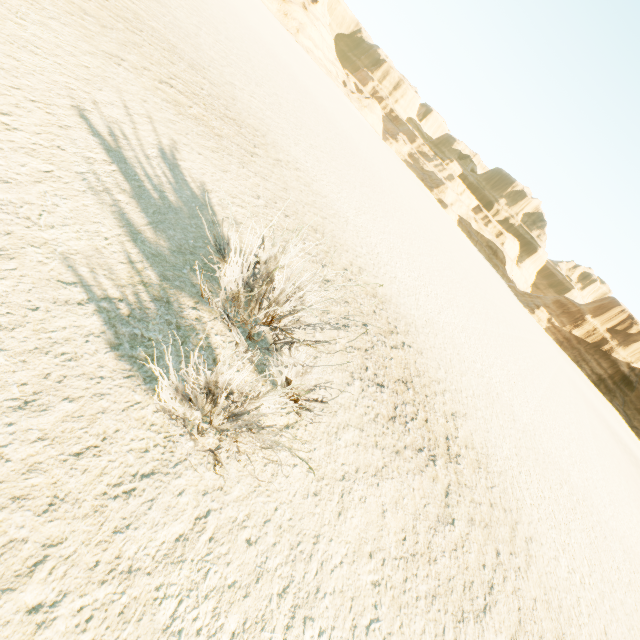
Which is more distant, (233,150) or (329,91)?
(329,91)
